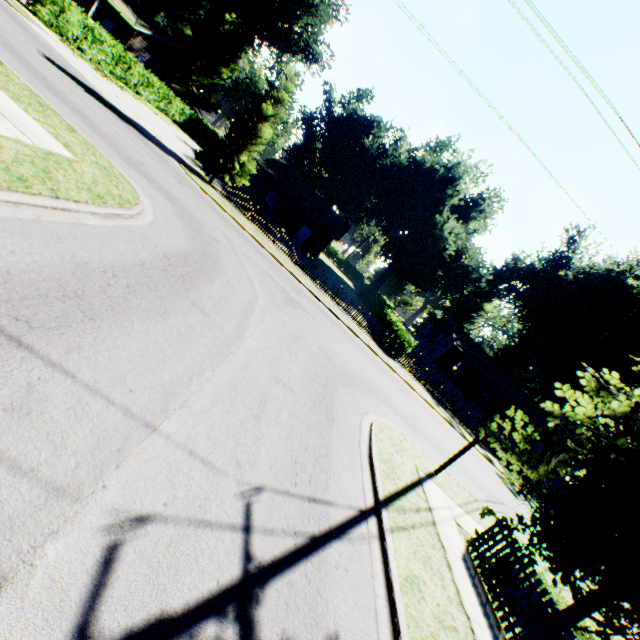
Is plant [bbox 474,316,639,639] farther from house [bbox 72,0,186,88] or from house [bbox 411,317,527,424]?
house [bbox 72,0,186,88]

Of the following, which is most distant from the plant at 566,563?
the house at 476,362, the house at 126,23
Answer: the house at 126,23

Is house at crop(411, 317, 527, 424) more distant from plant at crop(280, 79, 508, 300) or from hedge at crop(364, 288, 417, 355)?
hedge at crop(364, 288, 417, 355)

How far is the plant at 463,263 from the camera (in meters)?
36.41

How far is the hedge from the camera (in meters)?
24.03

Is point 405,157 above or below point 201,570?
above

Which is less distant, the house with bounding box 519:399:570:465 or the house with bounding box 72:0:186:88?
the house with bounding box 72:0:186:88
